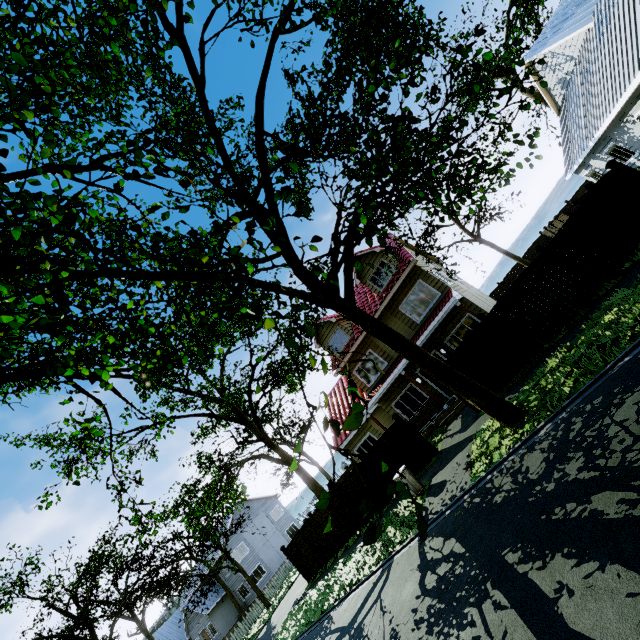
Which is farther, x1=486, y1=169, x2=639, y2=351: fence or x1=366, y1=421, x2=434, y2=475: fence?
x1=366, y1=421, x2=434, y2=475: fence

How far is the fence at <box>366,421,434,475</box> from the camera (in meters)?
13.41

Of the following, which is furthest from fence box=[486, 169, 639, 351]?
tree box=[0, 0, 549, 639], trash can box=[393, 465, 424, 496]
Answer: trash can box=[393, 465, 424, 496]

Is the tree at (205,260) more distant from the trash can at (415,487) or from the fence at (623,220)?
the trash can at (415,487)

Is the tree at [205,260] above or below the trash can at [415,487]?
above

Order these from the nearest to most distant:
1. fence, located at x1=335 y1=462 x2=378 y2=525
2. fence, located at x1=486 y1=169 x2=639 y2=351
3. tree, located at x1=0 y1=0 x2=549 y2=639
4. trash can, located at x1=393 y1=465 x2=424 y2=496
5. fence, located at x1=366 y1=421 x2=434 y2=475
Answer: tree, located at x1=0 y1=0 x2=549 y2=639
fence, located at x1=486 y1=169 x2=639 y2=351
trash can, located at x1=393 y1=465 x2=424 y2=496
fence, located at x1=366 y1=421 x2=434 y2=475
fence, located at x1=335 y1=462 x2=378 y2=525

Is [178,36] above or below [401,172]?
above
